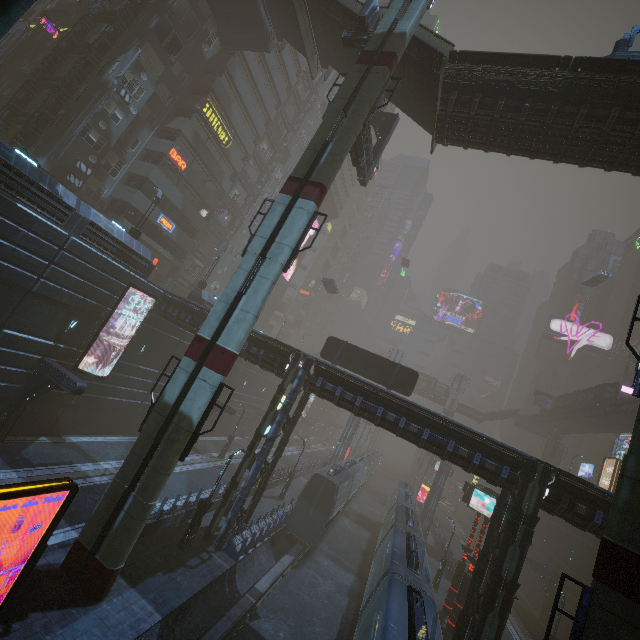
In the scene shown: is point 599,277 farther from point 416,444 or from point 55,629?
point 55,629

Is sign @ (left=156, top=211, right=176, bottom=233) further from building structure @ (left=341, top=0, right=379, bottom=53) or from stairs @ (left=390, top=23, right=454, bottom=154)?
building structure @ (left=341, top=0, right=379, bottom=53)

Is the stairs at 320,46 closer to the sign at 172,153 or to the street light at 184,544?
the sign at 172,153

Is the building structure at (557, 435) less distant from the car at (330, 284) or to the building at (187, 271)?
the building at (187, 271)

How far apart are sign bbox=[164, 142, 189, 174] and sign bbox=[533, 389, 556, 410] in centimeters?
6050cm

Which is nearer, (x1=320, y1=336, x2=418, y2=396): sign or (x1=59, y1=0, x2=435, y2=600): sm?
(x1=59, y1=0, x2=435, y2=600): sm

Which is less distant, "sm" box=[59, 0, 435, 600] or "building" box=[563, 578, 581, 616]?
"sm" box=[59, 0, 435, 600]
